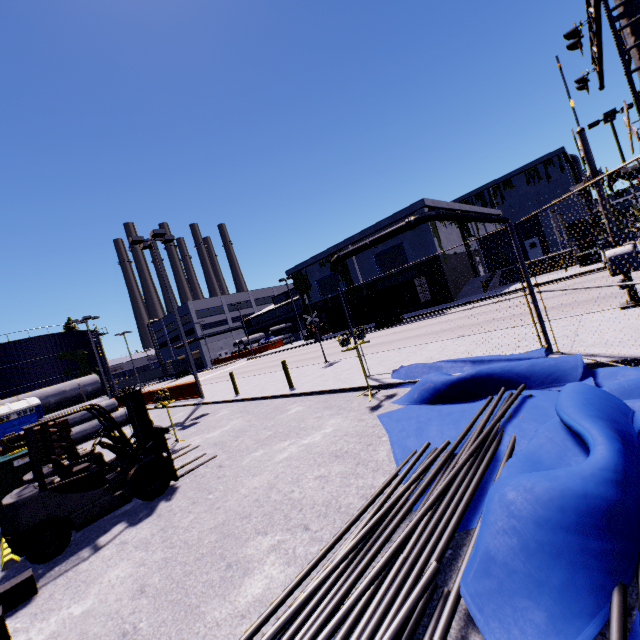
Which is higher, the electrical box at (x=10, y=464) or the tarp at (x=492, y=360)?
the electrical box at (x=10, y=464)

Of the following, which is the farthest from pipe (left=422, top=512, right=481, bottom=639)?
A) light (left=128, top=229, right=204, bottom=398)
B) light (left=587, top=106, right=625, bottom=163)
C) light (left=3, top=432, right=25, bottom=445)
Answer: light (left=587, top=106, right=625, bottom=163)

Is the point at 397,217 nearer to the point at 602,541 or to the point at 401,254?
the point at 401,254

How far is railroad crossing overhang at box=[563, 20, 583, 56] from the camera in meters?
9.4 m

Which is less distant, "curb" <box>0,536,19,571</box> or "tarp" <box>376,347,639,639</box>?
"tarp" <box>376,347,639,639</box>

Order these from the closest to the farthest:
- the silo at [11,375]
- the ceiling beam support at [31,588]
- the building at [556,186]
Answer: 1. the ceiling beam support at [31,588]
2. the building at [556,186]
3. the silo at [11,375]

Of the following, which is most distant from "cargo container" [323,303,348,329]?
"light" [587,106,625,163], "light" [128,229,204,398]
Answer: "light" [128,229,204,398]

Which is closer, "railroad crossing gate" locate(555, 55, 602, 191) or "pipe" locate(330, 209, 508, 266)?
"railroad crossing gate" locate(555, 55, 602, 191)
